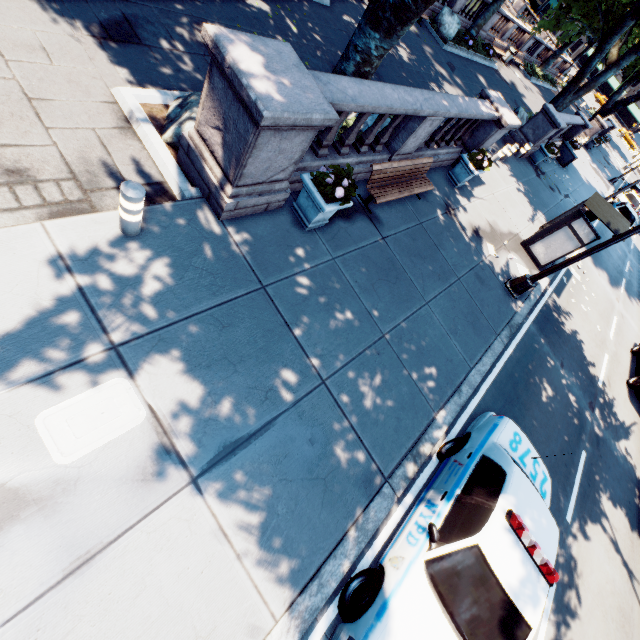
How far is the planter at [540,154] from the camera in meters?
17.7

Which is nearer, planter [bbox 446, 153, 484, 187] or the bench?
the bench

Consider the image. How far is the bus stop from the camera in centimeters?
1083cm

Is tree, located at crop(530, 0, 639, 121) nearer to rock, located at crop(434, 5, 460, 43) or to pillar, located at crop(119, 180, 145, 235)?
rock, located at crop(434, 5, 460, 43)

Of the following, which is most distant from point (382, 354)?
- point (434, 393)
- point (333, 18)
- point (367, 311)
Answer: point (333, 18)

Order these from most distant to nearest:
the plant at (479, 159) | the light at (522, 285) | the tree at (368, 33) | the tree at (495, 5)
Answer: the tree at (495, 5) < the plant at (479, 159) < the light at (522, 285) < the tree at (368, 33)

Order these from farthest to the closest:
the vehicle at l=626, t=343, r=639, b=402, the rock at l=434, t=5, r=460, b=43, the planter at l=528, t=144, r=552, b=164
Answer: the rock at l=434, t=5, r=460, b=43, the planter at l=528, t=144, r=552, b=164, the vehicle at l=626, t=343, r=639, b=402

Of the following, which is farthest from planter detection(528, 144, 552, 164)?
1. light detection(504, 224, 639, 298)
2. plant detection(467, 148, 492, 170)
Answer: light detection(504, 224, 639, 298)
